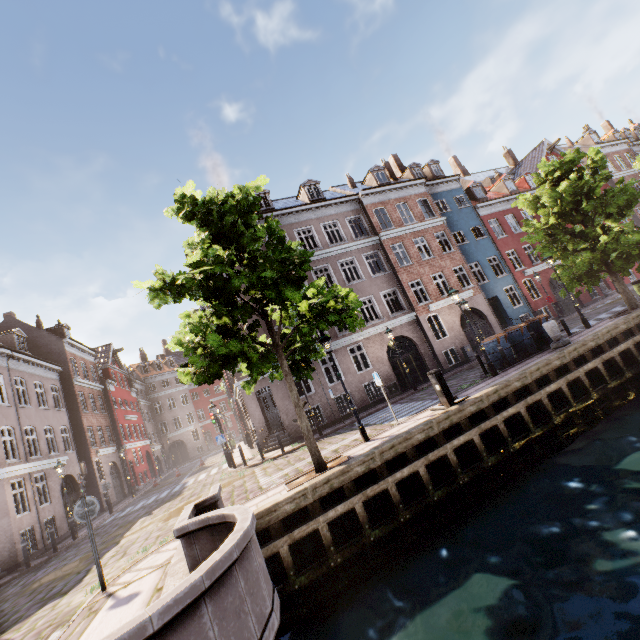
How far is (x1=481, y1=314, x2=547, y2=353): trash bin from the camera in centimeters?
1390cm

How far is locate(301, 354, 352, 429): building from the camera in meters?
18.4

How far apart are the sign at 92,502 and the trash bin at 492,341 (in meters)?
15.89

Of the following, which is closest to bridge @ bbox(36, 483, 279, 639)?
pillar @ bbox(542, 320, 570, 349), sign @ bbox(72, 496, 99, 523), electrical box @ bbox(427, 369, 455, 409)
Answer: sign @ bbox(72, 496, 99, 523)

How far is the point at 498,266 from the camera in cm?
2623

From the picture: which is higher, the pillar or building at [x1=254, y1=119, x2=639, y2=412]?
building at [x1=254, y1=119, x2=639, y2=412]

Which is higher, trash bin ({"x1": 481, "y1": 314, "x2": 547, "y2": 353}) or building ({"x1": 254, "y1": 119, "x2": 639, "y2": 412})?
building ({"x1": 254, "y1": 119, "x2": 639, "y2": 412})

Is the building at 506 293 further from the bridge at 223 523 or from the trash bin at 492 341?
the bridge at 223 523
